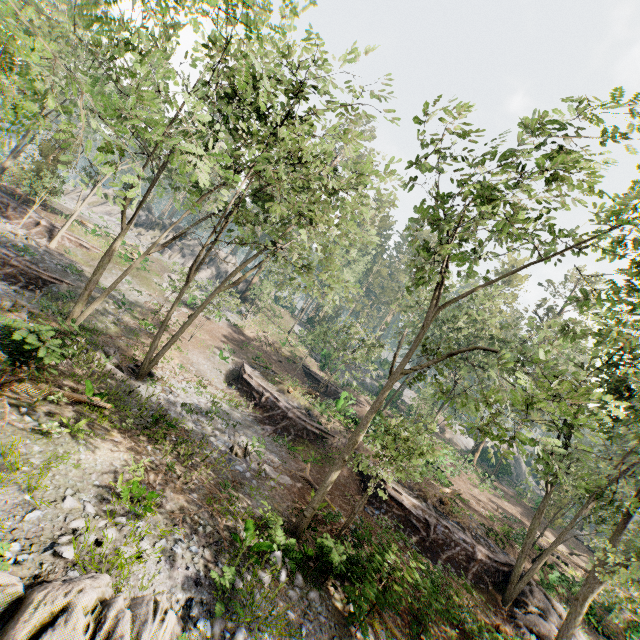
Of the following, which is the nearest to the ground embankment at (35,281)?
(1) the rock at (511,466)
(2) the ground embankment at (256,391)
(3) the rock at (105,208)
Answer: (2) the ground embankment at (256,391)

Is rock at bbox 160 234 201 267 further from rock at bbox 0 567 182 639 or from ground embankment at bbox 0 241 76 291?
rock at bbox 0 567 182 639

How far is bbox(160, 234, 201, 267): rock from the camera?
47.28m

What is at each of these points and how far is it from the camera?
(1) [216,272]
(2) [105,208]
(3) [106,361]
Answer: (1) rock, 51.0m
(2) rock, 49.8m
(3) foliage, 16.8m

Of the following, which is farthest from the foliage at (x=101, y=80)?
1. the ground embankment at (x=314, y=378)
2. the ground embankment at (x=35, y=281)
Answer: the ground embankment at (x=314, y=378)

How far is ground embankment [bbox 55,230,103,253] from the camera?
30.1m

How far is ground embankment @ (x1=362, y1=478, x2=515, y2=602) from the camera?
18.0m
